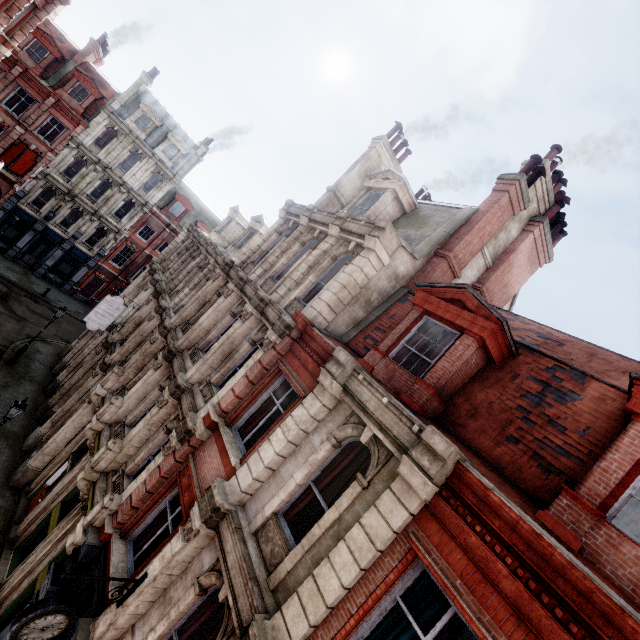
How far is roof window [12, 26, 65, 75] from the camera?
26.1 meters

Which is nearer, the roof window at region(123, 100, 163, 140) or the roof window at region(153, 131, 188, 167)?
the roof window at region(123, 100, 163, 140)

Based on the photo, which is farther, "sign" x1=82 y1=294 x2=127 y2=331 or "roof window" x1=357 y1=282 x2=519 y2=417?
"sign" x1=82 y1=294 x2=127 y2=331

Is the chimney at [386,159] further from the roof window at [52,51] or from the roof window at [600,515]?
the roof window at [52,51]

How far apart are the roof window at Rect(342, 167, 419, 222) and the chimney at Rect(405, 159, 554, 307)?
2.34m

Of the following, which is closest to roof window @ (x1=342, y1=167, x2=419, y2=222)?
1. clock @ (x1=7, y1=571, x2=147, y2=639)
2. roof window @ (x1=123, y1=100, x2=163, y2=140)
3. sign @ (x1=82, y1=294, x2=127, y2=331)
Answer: clock @ (x1=7, y1=571, x2=147, y2=639)

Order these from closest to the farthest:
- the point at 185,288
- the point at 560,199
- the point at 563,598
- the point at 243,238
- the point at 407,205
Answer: the point at 563,598 < the point at 407,205 < the point at 560,199 < the point at 185,288 < the point at 243,238

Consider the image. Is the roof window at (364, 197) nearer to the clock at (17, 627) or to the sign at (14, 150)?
the clock at (17, 627)
